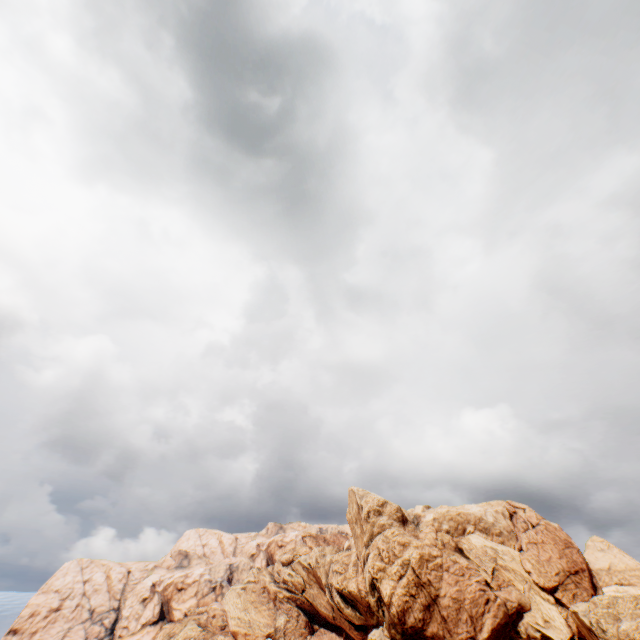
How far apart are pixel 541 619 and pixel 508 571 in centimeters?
698cm
